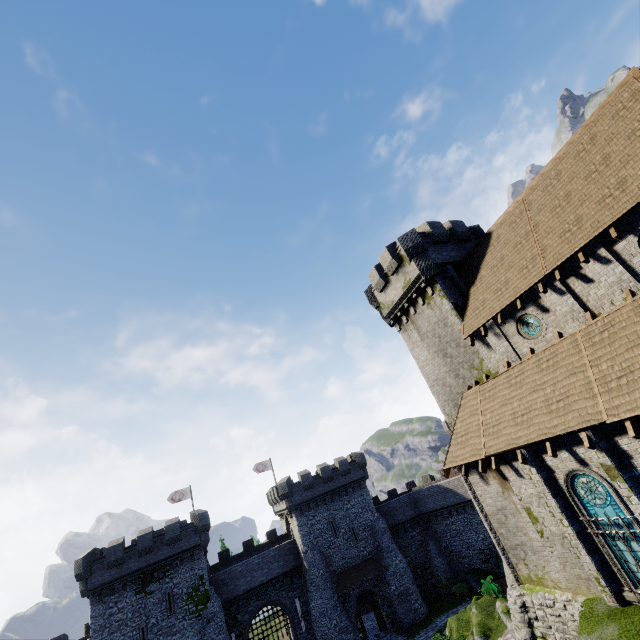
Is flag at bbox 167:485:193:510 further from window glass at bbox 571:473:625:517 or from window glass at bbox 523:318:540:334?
window glass at bbox 523:318:540:334

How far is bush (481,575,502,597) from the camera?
27.1 meters

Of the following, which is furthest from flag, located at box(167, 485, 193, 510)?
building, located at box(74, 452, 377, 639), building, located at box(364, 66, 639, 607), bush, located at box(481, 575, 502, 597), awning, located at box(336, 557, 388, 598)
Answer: building, located at box(364, 66, 639, 607)

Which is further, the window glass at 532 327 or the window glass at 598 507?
the window glass at 532 327

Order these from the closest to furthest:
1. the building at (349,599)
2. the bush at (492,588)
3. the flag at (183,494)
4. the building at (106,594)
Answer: the bush at (492,588), the building at (106,594), the building at (349,599), the flag at (183,494)

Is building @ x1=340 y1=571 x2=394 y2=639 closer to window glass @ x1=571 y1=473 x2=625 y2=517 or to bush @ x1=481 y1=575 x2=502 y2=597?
bush @ x1=481 y1=575 x2=502 y2=597

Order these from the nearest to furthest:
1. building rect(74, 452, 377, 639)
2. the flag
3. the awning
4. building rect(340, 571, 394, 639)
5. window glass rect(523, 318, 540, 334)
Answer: window glass rect(523, 318, 540, 334), building rect(74, 452, 377, 639), building rect(340, 571, 394, 639), the awning, the flag

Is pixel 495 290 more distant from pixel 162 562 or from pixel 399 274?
pixel 162 562
